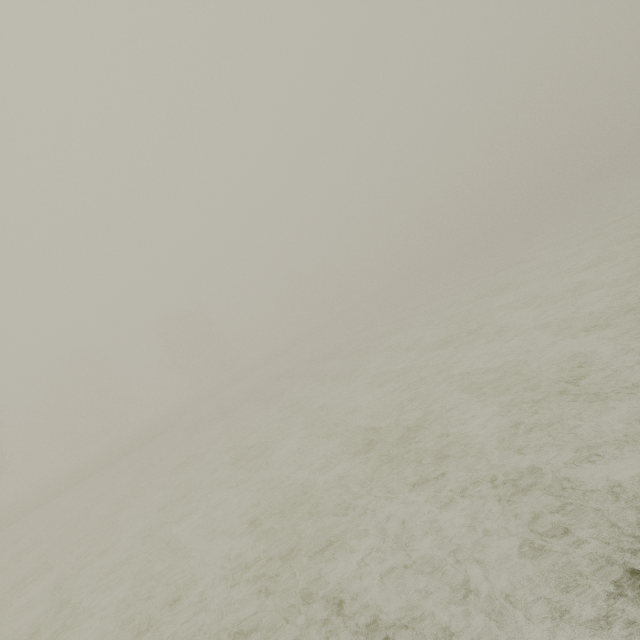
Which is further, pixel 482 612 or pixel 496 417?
pixel 496 417
